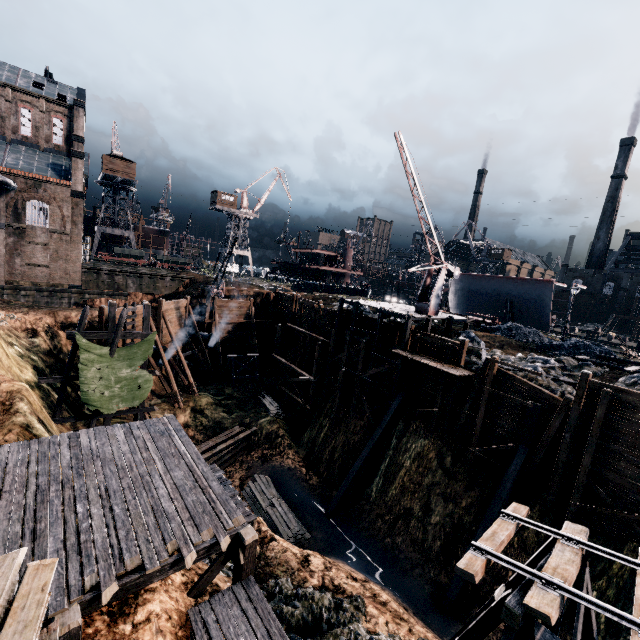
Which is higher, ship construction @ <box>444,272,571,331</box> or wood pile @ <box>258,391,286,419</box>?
ship construction @ <box>444,272,571,331</box>

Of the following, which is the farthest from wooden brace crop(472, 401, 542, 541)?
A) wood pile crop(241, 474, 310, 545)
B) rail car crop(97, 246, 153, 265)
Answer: rail car crop(97, 246, 153, 265)

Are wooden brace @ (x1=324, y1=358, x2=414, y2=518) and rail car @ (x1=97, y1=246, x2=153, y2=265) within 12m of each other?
no

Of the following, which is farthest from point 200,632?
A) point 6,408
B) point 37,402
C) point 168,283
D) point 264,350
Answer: point 168,283

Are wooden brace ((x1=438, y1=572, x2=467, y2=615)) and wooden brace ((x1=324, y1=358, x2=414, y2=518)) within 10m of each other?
yes

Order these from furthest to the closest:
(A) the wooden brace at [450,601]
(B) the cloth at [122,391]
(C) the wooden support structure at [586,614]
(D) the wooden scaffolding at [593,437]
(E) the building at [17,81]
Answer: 1. (E) the building at [17,81]
2. (B) the cloth at [122,391]
3. (A) the wooden brace at [450,601]
4. (D) the wooden scaffolding at [593,437]
5. (C) the wooden support structure at [586,614]

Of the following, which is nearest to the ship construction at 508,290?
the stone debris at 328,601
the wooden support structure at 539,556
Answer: the wooden support structure at 539,556

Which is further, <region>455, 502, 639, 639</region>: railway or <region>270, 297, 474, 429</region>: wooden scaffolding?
<region>270, 297, 474, 429</region>: wooden scaffolding
